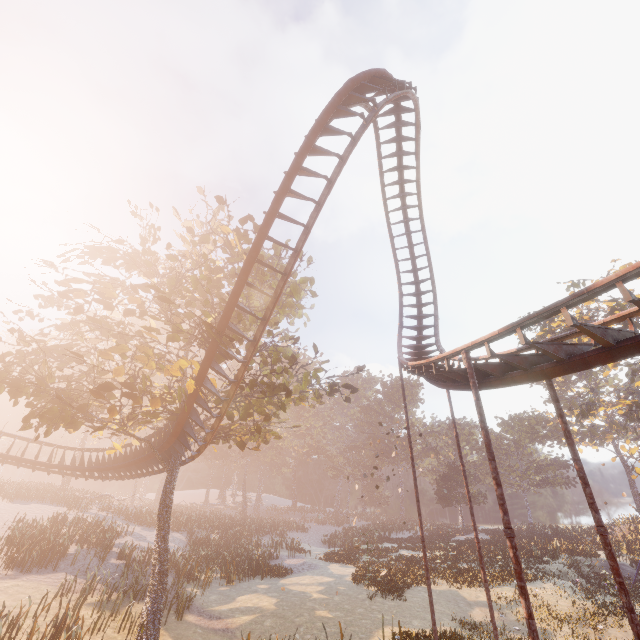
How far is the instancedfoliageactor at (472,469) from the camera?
44.9m

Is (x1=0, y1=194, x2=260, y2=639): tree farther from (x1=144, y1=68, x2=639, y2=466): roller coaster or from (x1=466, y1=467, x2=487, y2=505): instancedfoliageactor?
(x1=466, y1=467, x2=487, y2=505): instancedfoliageactor

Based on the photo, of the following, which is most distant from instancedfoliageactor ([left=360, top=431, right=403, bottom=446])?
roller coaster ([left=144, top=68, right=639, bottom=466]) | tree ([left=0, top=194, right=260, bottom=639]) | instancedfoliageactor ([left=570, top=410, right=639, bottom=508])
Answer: instancedfoliageactor ([left=570, top=410, right=639, bottom=508])

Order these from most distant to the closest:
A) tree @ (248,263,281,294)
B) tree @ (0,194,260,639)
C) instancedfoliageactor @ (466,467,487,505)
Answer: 1. instancedfoliageactor @ (466,467,487,505)
2. tree @ (248,263,281,294)
3. tree @ (0,194,260,639)

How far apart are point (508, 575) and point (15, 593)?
28.3m

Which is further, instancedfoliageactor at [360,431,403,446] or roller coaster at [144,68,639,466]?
instancedfoliageactor at [360,431,403,446]
